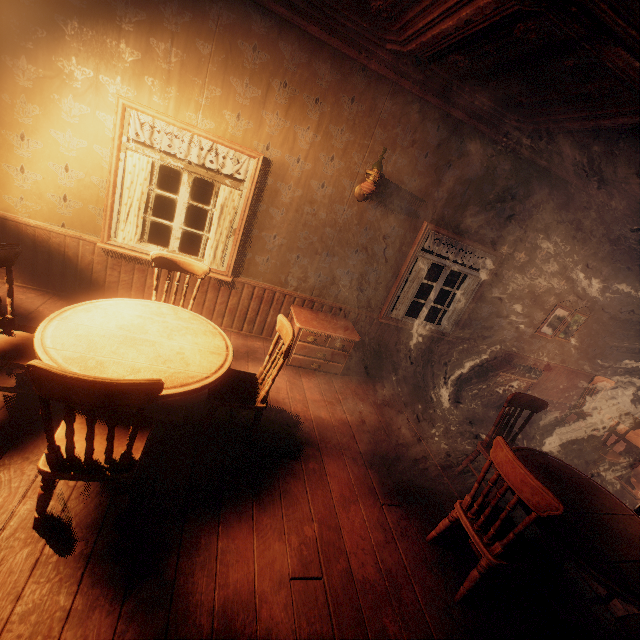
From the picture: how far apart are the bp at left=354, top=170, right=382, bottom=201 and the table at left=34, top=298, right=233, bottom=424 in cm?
252

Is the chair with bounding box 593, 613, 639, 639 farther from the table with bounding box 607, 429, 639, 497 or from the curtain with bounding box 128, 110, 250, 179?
the curtain with bounding box 128, 110, 250, 179

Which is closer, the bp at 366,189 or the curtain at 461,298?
the bp at 366,189

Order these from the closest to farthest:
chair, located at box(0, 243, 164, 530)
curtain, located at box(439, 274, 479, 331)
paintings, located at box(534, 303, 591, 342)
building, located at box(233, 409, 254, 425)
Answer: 1. chair, located at box(0, 243, 164, 530)
2. building, located at box(233, 409, 254, 425)
3. curtain, located at box(439, 274, 479, 331)
4. paintings, located at box(534, 303, 591, 342)

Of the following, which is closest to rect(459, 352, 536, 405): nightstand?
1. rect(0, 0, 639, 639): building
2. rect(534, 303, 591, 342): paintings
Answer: rect(0, 0, 639, 639): building

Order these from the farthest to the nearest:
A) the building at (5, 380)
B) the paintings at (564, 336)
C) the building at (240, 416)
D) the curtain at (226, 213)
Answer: the paintings at (564, 336), the curtain at (226, 213), the building at (240, 416), the building at (5, 380)

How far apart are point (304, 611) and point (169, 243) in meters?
5.4 m

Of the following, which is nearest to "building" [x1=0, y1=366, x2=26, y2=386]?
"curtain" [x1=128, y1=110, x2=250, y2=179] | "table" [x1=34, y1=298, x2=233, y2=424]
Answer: "curtain" [x1=128, y1=110, x2=250, y2=179]
